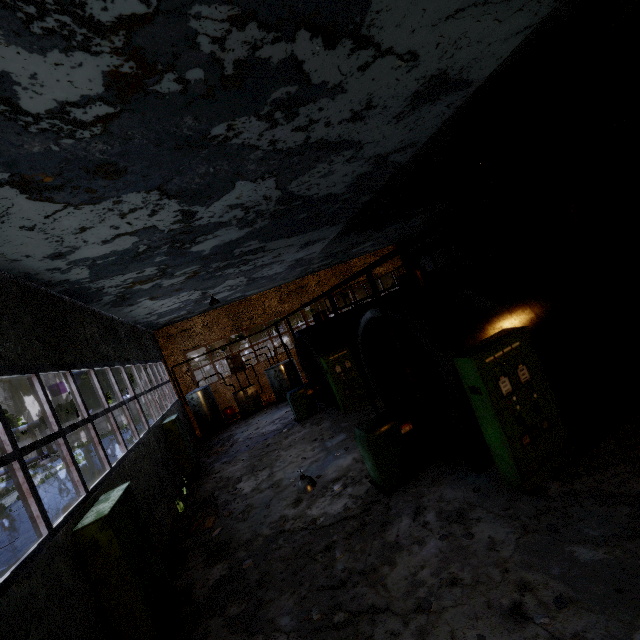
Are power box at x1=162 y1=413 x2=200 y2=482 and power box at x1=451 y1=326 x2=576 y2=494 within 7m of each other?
no

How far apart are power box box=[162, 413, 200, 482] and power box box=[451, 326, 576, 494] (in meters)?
10.61

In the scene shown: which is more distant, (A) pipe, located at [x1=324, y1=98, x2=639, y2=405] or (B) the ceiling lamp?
(B) the ceiling lamp

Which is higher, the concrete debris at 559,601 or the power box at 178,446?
the power box at 178,446

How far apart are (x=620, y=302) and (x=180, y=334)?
19.7 meters

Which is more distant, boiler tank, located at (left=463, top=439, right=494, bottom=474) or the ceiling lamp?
the ceiling lamp

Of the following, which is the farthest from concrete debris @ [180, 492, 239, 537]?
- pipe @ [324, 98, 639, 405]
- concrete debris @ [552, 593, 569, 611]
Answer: pipe @ [324, 98, 639, 405]

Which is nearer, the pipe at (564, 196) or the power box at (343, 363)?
the pipe at (564, 196)
